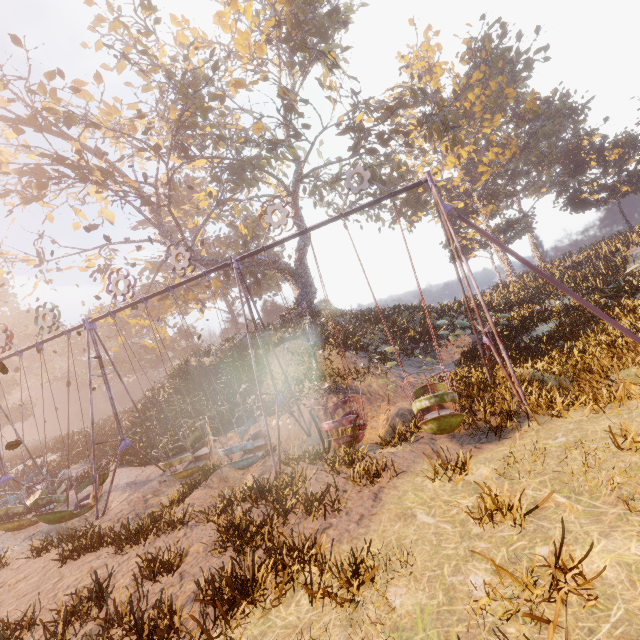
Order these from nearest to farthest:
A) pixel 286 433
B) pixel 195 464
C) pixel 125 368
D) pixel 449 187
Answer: pixel 195 464 → pixel 286 433 → pixel 449 187 → pixel 125 368

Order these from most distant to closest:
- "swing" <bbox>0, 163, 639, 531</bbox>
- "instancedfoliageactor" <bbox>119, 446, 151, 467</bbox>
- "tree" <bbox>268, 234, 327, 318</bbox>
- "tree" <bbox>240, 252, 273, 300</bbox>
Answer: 1. "tree" <bbox>268, 234, 327, 318</bbox>
2. "tree" <bbox>240, 252, 273, 300</bbox>
3. "instancedfoliageactor" <bbox>119, 446, 151, 467</bbox>
4. "swing" <bbox>0, 163, 639, 531</bbox>

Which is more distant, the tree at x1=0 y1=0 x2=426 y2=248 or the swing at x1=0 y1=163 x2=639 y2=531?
the tree at x1=0 y1=0 x2=426 y2=248

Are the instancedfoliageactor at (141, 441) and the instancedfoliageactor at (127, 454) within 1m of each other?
yes

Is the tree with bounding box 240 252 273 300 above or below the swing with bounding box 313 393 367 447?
above

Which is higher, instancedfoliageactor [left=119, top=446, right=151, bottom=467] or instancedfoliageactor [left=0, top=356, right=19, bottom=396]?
instancedfoliageactor [left=0, top=356, right=19, bottom=396]

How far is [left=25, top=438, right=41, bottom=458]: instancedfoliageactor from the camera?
25.0m

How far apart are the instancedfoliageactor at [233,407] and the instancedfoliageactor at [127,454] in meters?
5.7 m
